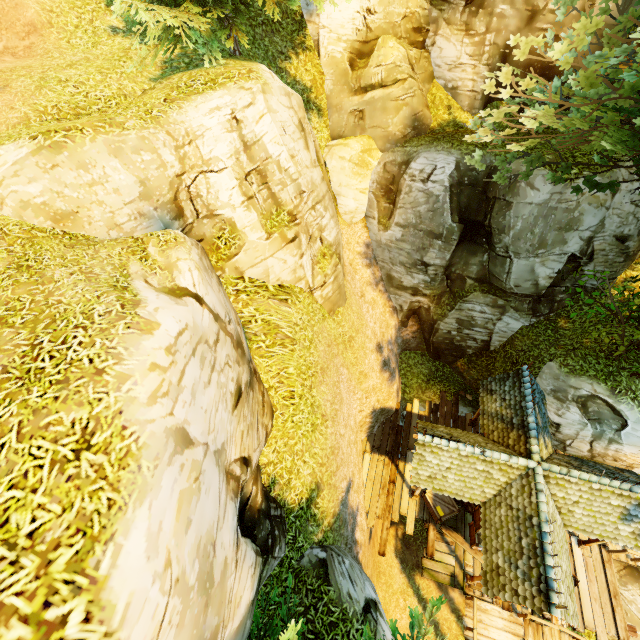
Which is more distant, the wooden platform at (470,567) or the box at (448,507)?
the box at (448,507)

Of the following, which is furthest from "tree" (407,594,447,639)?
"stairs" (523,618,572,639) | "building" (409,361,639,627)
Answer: "stairs" (523,618,572,639)

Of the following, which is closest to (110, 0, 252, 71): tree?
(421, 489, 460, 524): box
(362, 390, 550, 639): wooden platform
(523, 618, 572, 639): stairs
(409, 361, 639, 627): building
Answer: (409, 361, 639, 627): building

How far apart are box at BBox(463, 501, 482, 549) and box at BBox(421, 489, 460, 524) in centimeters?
50cm

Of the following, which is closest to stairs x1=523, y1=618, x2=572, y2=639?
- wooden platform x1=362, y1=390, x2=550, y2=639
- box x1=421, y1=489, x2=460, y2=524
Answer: wooden platform x1=362, y1=390, x2=550, y2=639

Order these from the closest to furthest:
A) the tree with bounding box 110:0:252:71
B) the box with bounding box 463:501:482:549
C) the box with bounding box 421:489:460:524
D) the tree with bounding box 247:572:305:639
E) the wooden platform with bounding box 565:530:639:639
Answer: the tree with bounding box 247:572:305:639, the tree with bounding box 110:0:252:71, the wooden platform with bounding box 565:530:639:639, the box with bounding box 463:501:482:549, the box with bounding box 421:489:460:524

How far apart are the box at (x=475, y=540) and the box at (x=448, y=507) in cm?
50

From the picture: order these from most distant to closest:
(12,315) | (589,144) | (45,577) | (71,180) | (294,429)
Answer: (294,429) → (589,144) → (71,180) → (12,315) → (45,577)
